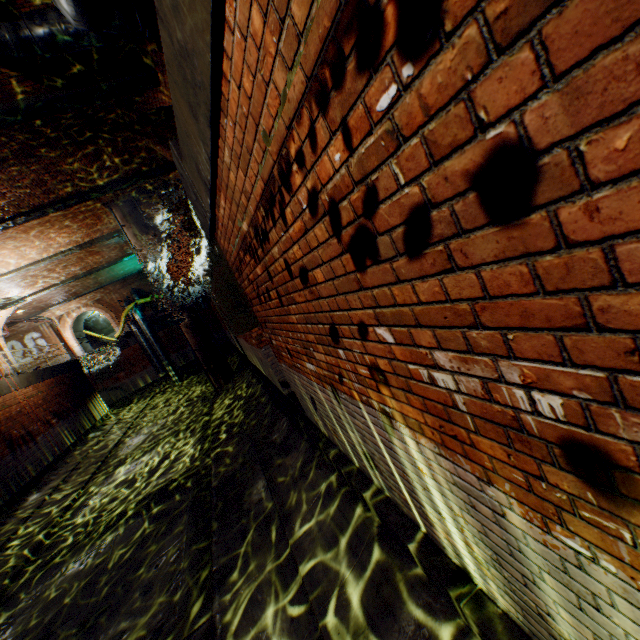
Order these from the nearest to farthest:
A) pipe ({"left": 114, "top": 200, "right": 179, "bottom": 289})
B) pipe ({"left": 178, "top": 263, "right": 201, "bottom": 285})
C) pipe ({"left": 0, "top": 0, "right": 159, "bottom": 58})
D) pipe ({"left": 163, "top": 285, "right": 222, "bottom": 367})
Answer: pipe ({"left": 0, "top": 0, "right": 159, "bottom": 58}) → pipe ({"left": 114, "top": 200, "right": 179, "bottom": 289}) → pipe ({"left": 163, "top": 285, "right": 222, "bottom": 367}) → pipe ({"left": 178, "top": 263, "right": 201, "bottom": 285})

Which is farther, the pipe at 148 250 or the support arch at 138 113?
the pipe at 148 250

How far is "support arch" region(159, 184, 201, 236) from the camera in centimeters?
1587cm

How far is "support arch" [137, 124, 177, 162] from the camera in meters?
11.0 m

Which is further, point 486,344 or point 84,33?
point 84,33

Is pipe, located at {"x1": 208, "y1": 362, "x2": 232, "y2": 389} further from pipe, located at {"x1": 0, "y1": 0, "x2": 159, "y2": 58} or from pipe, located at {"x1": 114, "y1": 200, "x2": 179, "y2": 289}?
pipe, located at {"x1": 0, "y1": 0, "x2": 159, "y2": 58}

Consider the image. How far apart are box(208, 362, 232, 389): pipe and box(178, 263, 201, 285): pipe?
7.5 meters

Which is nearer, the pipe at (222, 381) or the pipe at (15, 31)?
the pipe at (15, 31)
